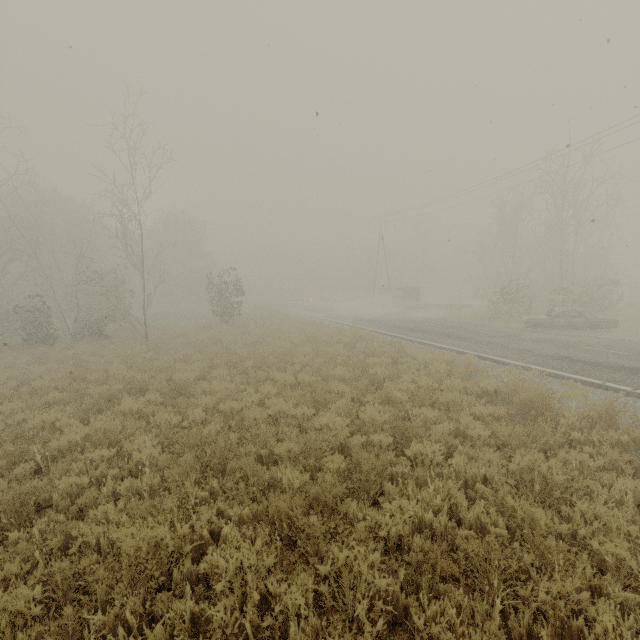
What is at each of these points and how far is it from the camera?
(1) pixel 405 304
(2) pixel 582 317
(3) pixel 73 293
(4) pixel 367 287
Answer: (1) truck, 33.8 meters
(2) car, 18.5 meters
(3) tree, 30.8 meters
(4) tree, 58.7 meters

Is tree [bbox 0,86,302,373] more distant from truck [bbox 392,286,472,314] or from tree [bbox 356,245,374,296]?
tree [bbox 356,245,374,296]

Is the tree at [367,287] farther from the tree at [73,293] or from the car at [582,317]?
the car at [582,317]

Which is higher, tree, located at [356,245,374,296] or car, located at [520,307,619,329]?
tree, located at [356,245,374,296]

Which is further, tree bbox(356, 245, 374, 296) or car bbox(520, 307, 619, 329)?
tree bbox(356, 245, 374, 296)

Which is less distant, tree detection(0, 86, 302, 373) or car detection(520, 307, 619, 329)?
car detection(520, 307, 619, 329)

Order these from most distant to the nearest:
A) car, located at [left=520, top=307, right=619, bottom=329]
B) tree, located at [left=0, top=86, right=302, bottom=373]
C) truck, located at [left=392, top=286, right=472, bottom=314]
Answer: truck, located at [left=392, top=286, right=472, bottom=314] < tree, located at [left=0, top=86, right=302, bottom=373] < car, located at [left=520, top=307, right=619, bottom=329]

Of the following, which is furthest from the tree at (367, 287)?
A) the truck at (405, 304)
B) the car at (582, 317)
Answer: the car at (582, 317)
